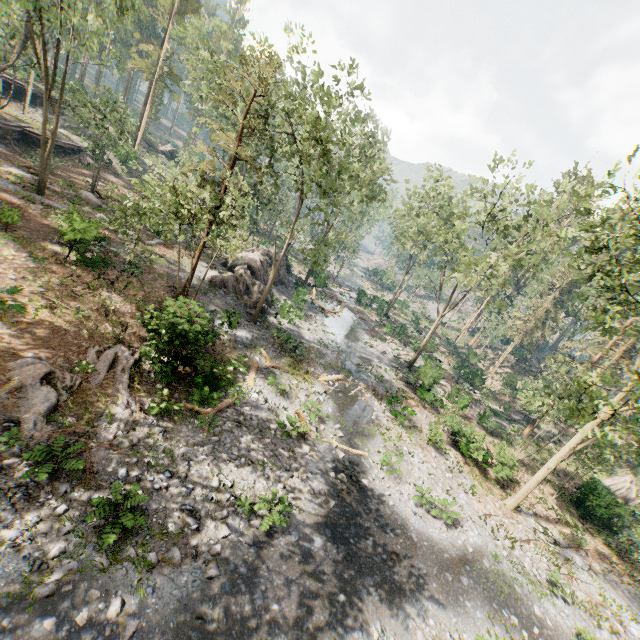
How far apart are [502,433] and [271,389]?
23.7m

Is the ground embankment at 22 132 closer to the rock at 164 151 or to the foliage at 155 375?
the foliage at 155 375

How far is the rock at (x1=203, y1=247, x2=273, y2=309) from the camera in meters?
26.0 m

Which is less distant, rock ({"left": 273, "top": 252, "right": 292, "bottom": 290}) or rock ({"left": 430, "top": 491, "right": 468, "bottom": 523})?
rock ({"left": 430, "top": 491, "right": 468, "bottom": 523})

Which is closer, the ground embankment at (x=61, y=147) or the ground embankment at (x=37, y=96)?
the ground embankment at (x=61, y=147)

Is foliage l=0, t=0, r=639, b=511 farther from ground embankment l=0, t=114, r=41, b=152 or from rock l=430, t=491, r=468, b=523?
rock l=430, t=491, r=468, b=523

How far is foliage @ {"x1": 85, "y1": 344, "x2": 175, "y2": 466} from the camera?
11.4 meters

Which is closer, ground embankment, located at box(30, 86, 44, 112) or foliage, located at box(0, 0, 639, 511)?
foliage, located at box(0, 0, 639, 511)
